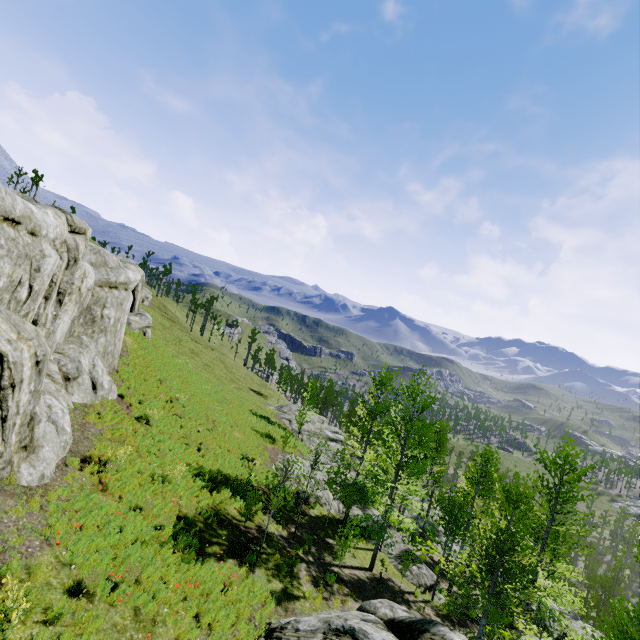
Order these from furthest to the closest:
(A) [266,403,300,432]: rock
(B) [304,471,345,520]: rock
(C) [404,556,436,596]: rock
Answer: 1. (A) [266,403,300,432]: rock
2. (B) [304,471,345,520]: rock
3. (C) [404,556,436,596]: rock

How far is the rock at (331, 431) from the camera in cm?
3166

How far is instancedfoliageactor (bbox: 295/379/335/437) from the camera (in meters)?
28.94

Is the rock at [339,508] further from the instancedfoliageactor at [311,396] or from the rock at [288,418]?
the instancedfoliageactor at [311,396]

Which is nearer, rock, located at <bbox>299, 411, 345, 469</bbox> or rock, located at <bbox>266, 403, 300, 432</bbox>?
rock, located at <bbox>299, 411, 345, 469</bbox>

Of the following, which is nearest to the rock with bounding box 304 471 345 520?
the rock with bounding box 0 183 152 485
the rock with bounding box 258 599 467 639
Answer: the rock with bounding box 0 183 152 485

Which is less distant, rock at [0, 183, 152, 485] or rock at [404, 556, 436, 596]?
rock at [0, 183, 152, 485]

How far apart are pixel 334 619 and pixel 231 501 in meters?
7.4
